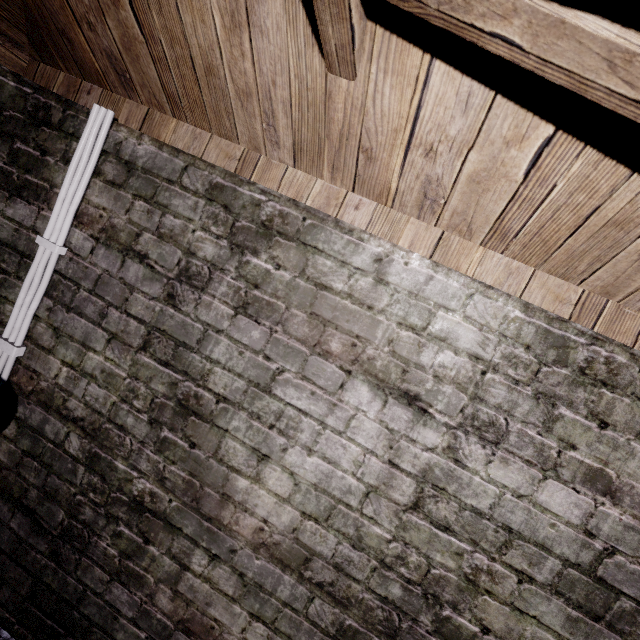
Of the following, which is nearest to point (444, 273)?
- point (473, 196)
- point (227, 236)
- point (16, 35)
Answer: point (473, 196)

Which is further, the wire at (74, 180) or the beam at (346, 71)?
the wire at (74, 180)

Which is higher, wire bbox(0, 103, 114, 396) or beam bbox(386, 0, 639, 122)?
beam bbox(386, 0, 639, 122)

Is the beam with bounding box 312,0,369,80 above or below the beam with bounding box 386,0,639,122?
above

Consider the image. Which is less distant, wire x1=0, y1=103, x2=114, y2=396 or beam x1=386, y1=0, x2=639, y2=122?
beam x1=386, y1=0, x2=639, y2=122
